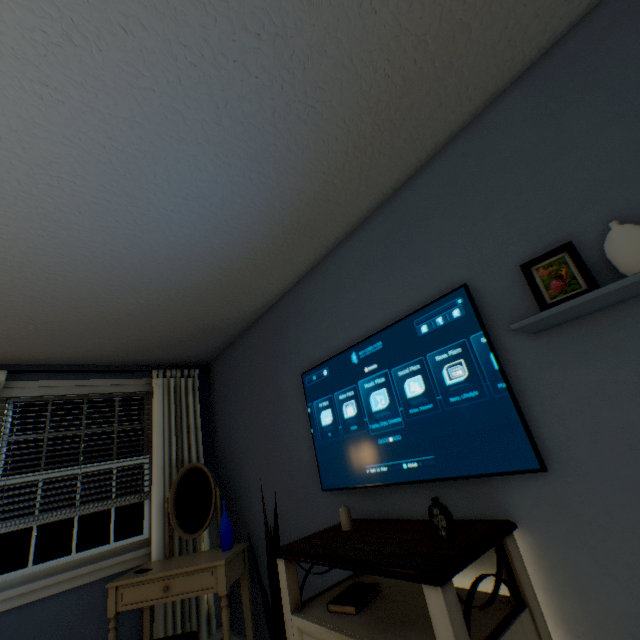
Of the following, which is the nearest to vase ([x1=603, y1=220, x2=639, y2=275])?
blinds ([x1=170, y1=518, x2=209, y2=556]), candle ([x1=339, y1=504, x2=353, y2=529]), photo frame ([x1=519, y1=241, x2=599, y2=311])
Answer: photo frame ([x1=519, y1=241, x2=599, y2=311])

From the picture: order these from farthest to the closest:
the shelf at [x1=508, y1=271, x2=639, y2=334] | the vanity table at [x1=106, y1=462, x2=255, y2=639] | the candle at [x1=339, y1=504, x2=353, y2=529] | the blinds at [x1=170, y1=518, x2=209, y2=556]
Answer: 1. the blinds at [x1=170, y1=518, x2=209, y2=556]
2. the vanity table at [x1=106, y1=462, x2=255, y2=639]
3. the candle at [x1=339, y1=504, x2=353, y2=529]
4. the shelf at [x1=508, y1=271, x2=639, y2=334]

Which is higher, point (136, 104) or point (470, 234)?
point (136, 104)

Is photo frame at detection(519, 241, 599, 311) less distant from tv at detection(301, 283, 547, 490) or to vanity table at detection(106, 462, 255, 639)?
tv at detection(301, 283, 547, 490)

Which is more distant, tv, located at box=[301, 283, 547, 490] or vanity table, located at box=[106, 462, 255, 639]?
vanity table, located at box=[106, 462, 255, 639]

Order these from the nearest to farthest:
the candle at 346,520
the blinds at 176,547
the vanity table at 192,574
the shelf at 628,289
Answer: the shelf at 628,289
the candle at 346,520
the vanity table at 192,574
the blinds at 176,547

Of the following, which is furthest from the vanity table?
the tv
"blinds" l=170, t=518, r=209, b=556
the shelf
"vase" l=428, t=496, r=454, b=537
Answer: the shelf

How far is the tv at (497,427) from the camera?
1.20m
